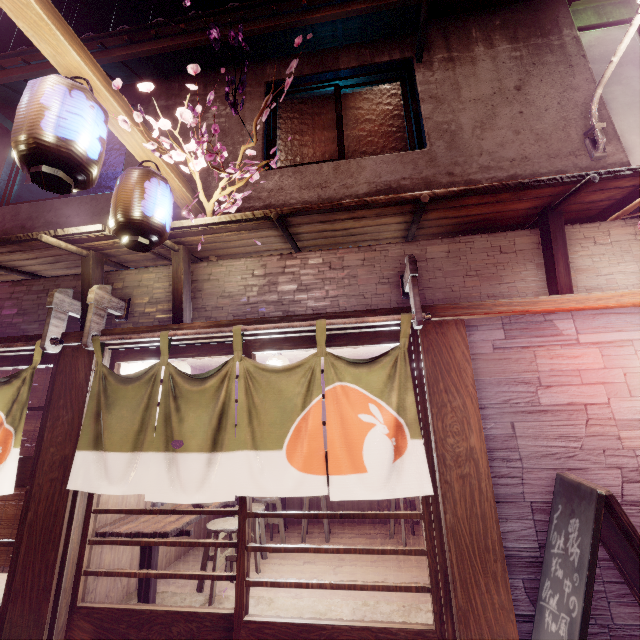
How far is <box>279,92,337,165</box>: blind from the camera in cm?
827

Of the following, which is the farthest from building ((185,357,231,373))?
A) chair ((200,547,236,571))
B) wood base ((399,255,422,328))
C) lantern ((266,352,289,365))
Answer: wood base ((399,255,422,328))

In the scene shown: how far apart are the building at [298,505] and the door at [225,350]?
7.14m

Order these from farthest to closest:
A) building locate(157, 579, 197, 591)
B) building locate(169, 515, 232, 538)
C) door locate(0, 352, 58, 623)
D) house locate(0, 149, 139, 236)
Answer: building locate(169, 515, 232, 538) → house locate(0, 149, 139, 236) → building locate(157, 579, 197, 591) → door locate(0, 352, 58, 623)

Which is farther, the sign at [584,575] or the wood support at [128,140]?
the wood support at [128,140]

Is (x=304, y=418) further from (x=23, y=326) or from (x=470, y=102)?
(x=470, y=102)

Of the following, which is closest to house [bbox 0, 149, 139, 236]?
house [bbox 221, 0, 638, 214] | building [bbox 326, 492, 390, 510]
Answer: house [bbox 221, 0, 638, 214]

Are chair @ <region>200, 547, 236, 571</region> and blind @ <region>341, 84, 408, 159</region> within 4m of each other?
no
